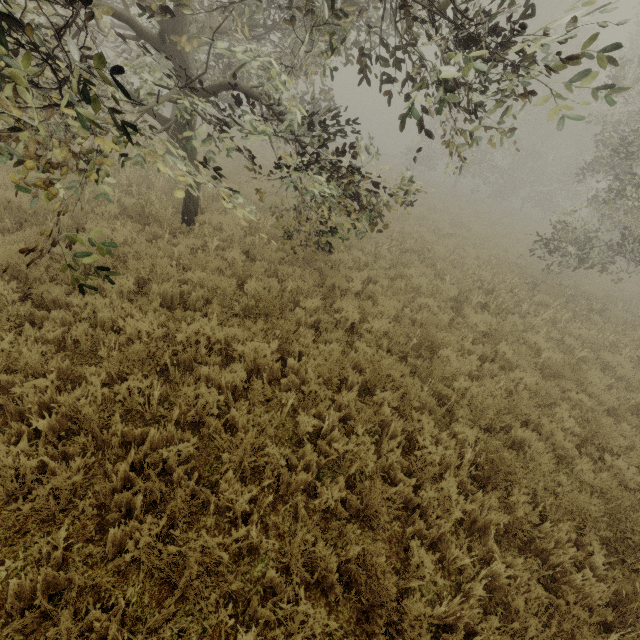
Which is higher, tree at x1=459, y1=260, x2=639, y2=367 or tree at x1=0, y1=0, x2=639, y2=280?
tree at x1=0, y1=0, x2=639, y2=280

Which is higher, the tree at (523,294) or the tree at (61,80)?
the tree at (61,80)

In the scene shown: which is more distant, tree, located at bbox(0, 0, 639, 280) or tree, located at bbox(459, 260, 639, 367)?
tree, located at bbox(459, 260, 639, 367)

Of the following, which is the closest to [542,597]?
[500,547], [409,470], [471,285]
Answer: [500,547]

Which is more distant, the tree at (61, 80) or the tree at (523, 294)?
the tree at (523, 294)
